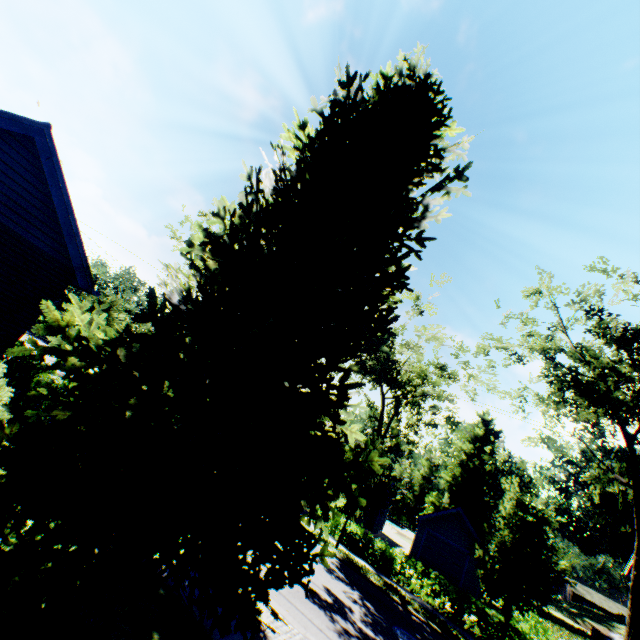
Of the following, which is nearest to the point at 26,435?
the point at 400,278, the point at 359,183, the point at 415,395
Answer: the point at 400,278

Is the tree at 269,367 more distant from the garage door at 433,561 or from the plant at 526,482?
the garage door at 433,561

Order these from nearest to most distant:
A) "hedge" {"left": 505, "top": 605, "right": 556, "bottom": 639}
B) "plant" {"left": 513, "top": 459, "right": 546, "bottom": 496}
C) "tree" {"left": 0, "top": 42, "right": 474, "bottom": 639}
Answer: "tree" {"left": 0, "top": 42, "right": 474, "bottom": 639}
"hedge" {"left": 505, "top": 605, "right": 556, "bottom": 639}
"plant" {"left": 513, "top": 459, "right": 546, "bottom": 496}

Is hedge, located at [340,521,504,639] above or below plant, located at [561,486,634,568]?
below

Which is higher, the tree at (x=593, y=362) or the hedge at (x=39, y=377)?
the tree at (x=593, y=362)

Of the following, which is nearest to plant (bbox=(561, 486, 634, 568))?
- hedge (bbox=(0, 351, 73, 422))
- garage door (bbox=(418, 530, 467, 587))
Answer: garage door (bbox=(418, 530, 467, 587))

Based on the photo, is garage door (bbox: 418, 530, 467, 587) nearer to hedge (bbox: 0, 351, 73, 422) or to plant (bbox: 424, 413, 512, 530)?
plant (bbox: 424, 413, 512, 530)

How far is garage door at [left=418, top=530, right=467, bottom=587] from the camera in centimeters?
2455cm
